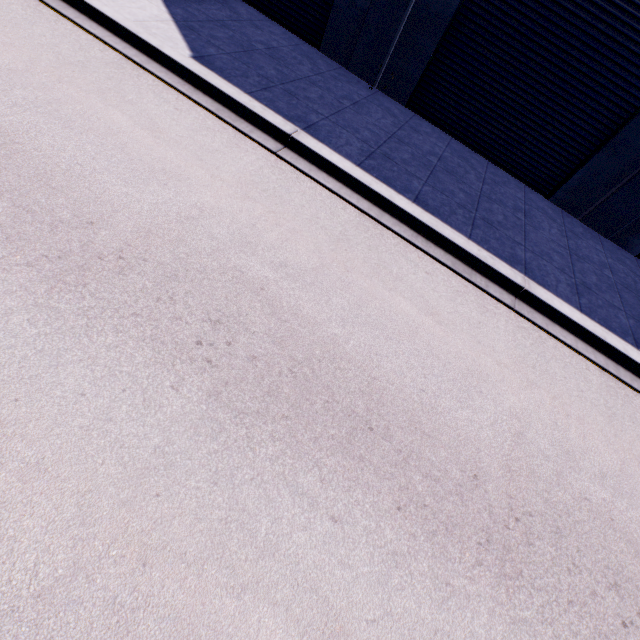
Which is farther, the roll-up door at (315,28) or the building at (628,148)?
the roll-up door at (315,28)

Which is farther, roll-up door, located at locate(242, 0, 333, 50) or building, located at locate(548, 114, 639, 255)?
roll-up door, located at locate(242, 0, 333, 50)

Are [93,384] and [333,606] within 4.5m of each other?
yes

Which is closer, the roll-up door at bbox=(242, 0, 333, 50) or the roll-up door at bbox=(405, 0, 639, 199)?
the roll-up door at bbox=(405, 0, 639, 199)

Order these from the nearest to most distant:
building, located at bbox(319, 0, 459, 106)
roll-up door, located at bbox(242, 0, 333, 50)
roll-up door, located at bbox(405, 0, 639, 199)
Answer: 1. roll-up door, located at bbox(405, 0, 639, 199)
2. building, located at bbox(319, 0, 459, 106)
3. roll-up door, located at bbox(242, 0, 333, 50)
